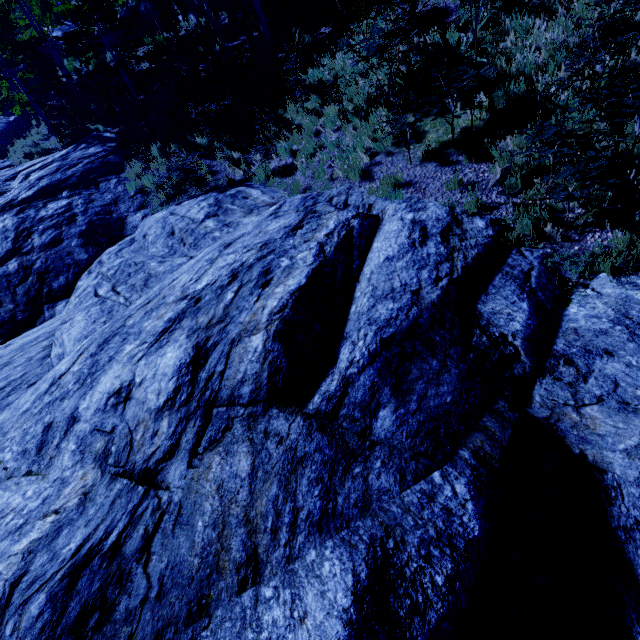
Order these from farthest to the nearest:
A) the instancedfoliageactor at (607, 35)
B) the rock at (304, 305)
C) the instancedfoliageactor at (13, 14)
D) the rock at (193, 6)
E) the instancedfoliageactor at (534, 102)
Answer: the rock at (193, 6), the instancedfoliageactor at (13, 14), the instancedfoliageactor at (534, 102), the instancedfoliageactor at (607, 35), the rock at (304, 305)

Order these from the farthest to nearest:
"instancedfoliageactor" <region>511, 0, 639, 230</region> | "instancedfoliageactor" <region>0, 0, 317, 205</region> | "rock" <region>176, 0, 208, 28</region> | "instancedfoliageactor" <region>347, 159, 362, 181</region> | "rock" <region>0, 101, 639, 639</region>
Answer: "rock" <region>176, 0, 208, 28</region> < "instancedfoliageactor" <region>0, 0, 317, 205</region> < "instancedfoliageactor" <region>347, 159, 362, 181</region> < "instancedfoliageactor" <region>511, 0, 639, 230</region> < "rock" <region>0, 101, 639, 639</region>

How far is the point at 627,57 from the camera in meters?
5.4 m

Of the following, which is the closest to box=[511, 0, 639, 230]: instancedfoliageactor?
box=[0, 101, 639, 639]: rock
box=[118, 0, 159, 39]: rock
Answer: box=[0, 101, 639, 639]: rock

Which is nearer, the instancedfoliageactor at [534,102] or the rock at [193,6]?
the instancedfoliageactor at [534,102]

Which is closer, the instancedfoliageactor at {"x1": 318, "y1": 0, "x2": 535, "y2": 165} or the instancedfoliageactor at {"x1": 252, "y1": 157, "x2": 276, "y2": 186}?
the instancedfoliageactor at {"x1": 318, "y1": 0, "x2": 535, "y2": 165}

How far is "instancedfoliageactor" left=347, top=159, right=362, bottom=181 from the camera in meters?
7.4
